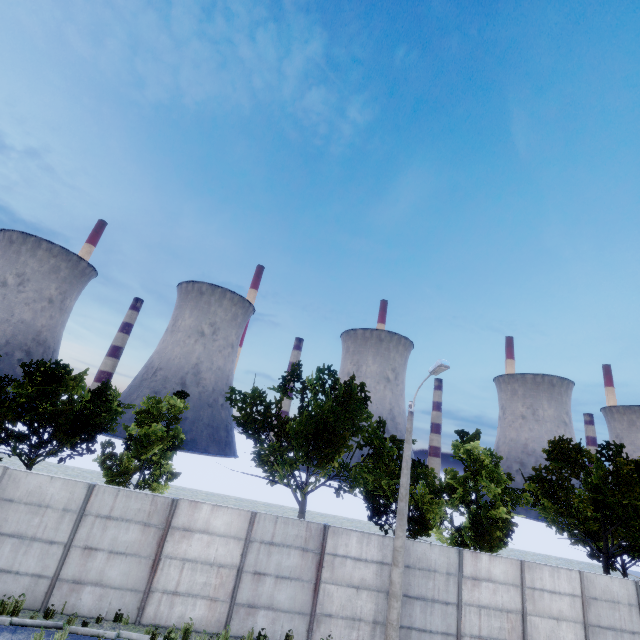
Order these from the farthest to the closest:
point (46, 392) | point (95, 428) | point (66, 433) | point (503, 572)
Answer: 1. point (95, 428)
2. point (66, 433)
3. point (46, 392)
4. point (503, 572)
